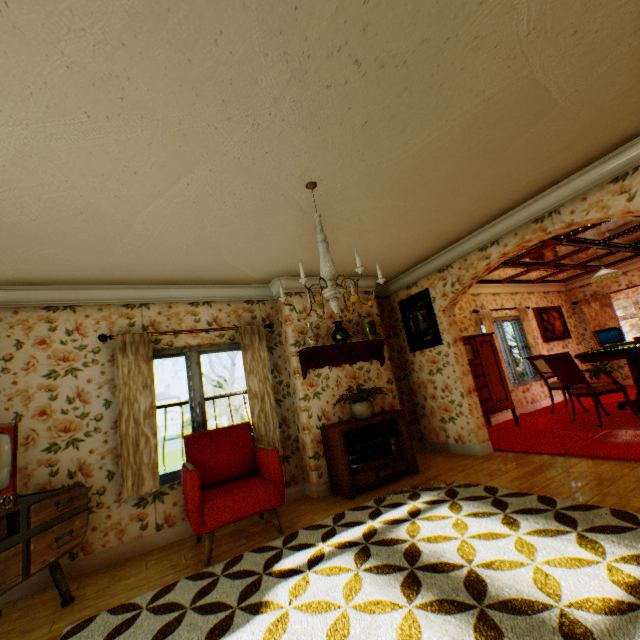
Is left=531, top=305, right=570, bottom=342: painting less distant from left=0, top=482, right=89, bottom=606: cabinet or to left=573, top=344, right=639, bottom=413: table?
left=573, top=344, right=639, bottom=413: table

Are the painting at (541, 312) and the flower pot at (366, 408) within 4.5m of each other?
no

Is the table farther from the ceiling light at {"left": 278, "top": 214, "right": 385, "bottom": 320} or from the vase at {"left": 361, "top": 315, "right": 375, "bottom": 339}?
the ceiling light at {"left": 278, "top": 214, "right": 385, "bottom": 320}

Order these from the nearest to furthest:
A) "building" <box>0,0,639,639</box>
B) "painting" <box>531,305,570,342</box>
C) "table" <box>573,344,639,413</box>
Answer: "building" <box>0,0,639,639</box>, "table" <box>573,344,639,413</box>, "painting" <box>531,305,570,342</box>

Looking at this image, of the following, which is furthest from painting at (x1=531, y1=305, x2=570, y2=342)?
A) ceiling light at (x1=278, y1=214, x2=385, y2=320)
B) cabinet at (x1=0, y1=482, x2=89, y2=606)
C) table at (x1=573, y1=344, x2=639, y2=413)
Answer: cabinet at (x1=0, y1=482, x2=89, y2=606)

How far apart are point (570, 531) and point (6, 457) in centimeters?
444cm

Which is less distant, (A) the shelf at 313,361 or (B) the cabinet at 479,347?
(A) the shelf at 313,361

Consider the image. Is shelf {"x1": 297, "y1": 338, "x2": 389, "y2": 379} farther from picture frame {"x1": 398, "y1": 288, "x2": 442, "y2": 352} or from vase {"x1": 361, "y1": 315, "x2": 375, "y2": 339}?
picture frame {"x1": 398, "y1": 288, "x2": 442, "y2": 352}
